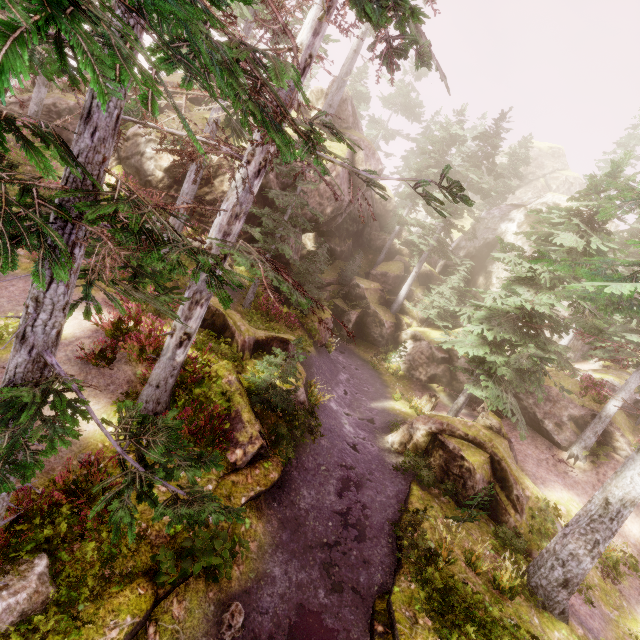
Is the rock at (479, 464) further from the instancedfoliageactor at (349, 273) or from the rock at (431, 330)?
the rock at (431, 330)

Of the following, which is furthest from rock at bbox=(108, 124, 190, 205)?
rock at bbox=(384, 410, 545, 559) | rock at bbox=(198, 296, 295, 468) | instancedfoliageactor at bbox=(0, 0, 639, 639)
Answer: rock at bbox=(384, 410, 545, 559)

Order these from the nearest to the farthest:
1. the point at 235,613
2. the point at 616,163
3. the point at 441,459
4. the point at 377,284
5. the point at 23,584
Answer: the point at 23,584, the point at 235,613, the point at 441,459, the point at 616,163, the point at 377,284

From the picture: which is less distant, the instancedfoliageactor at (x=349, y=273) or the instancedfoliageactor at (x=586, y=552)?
the instancedfoliageactor at (x=586, y=552)

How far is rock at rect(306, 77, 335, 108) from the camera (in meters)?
25.22

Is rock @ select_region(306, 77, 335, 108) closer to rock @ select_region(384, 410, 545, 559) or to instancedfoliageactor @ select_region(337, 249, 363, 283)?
instancedfoliageactor @ select_region(337, 249, 363, 283)

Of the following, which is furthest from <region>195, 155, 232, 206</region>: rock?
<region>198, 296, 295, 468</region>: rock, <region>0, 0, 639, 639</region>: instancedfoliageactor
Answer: <region>198, 296, 295, 468</region>: rock
